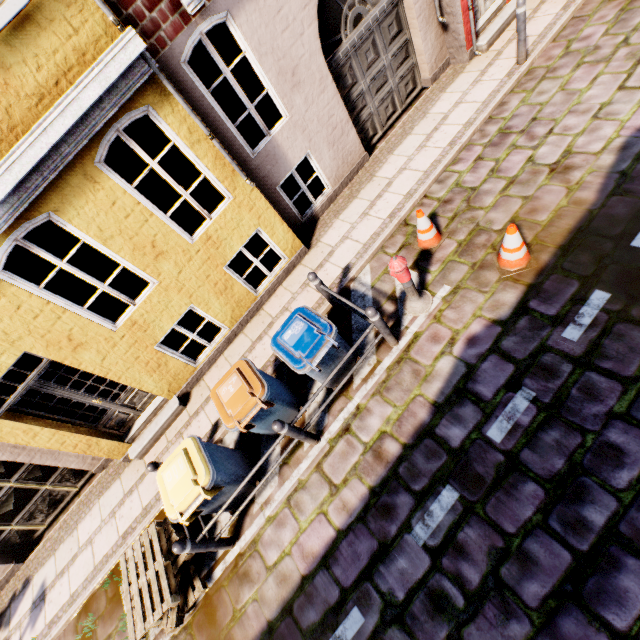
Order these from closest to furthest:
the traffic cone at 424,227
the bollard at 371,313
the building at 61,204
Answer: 1. the building at 61,204
2. the bollard at 371,313
3. the traffic cone at 424,227

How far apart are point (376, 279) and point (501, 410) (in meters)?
3.03

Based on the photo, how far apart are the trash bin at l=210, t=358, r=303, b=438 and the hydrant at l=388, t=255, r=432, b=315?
2.3m

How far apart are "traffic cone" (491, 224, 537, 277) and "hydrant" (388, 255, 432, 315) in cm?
102

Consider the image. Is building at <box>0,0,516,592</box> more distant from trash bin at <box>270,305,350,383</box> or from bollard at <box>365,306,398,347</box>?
bollard at <box>365,306,398,347</box>

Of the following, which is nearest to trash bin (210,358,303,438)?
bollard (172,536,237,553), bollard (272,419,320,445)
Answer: bollard (272,419,320,445)

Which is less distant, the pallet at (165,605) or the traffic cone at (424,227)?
the pallet at (165,605)

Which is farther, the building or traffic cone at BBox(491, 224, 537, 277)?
traffic cone at BBox(491, 224, 537, 277)
